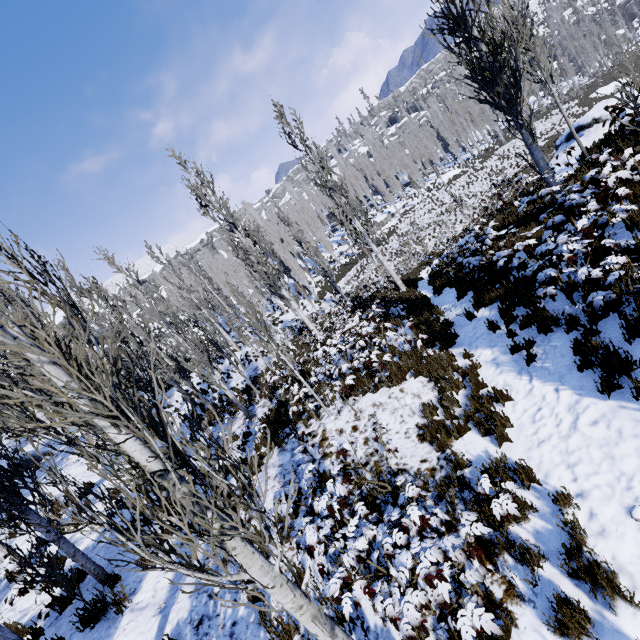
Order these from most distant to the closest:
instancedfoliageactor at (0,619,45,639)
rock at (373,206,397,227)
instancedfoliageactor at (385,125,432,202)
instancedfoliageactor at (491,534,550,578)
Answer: rock at (373,206,397,227)
instancedfoliageactor at (385,125,432,202)
instancedfoliageactor at (0,619,45,639)
instancedfoliageactor at (491,534,550,578)

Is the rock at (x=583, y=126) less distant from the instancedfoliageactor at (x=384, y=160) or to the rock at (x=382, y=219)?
the instancedfoliageactor at (x=384, y=160)

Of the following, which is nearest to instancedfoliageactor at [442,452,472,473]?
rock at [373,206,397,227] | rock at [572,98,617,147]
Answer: rock at [373,206,397,227]

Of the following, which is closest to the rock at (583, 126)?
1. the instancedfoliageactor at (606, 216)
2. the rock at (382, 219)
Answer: the instancedfoliageactor at (606, 216)

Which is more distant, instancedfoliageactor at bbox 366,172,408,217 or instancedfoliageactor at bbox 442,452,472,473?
instancedfoliageactor at bbox 366,172,408,217

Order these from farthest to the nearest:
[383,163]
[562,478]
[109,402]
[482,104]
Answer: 1. [383,163]
2. [482,104]
3. [562,478]
4. [109,402]
